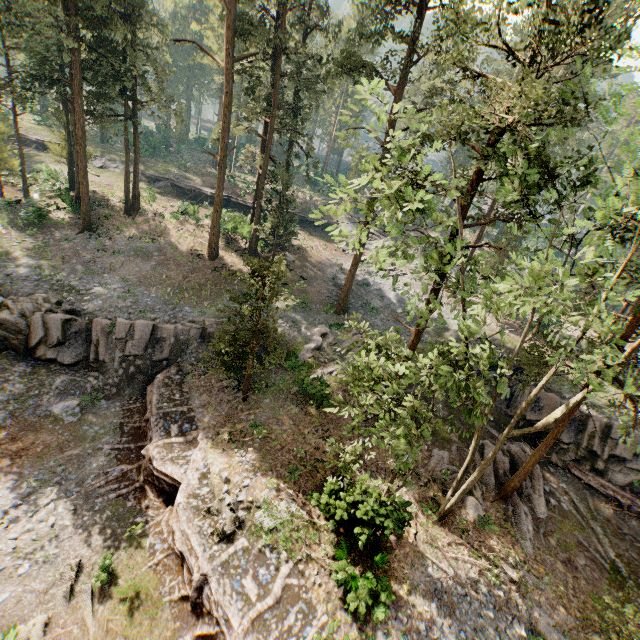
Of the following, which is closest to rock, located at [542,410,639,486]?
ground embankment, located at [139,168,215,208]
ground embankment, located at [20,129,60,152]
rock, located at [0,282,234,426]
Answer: rock, located at [0,282,234,426]

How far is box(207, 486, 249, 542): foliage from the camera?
13.15m

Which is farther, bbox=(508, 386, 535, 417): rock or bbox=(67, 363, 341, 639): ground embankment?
bbox=(508, 386, 535, 417): rock

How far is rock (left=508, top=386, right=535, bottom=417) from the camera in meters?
22.4

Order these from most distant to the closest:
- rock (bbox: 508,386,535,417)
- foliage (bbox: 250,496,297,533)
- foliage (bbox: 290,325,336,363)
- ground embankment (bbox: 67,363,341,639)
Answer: foliage (bbox: 290,325,336,363) → rock (bbox: 508,386,535,417) → foliage (bbox: 250,496,297,533) → ground embankment (bbox: 67,363,341,639)

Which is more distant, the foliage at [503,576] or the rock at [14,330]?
the rock at [14,330]

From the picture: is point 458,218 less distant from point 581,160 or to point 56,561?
point 581,160

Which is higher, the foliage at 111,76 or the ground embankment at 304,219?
the foliage at 111,76
